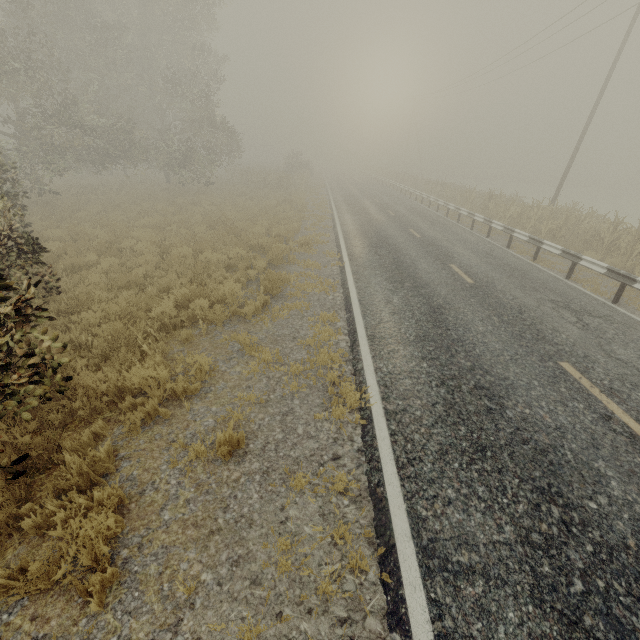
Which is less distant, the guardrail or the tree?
the guardrail

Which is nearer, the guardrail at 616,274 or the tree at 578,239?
the guardrail at 616,274

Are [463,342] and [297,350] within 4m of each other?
yes
